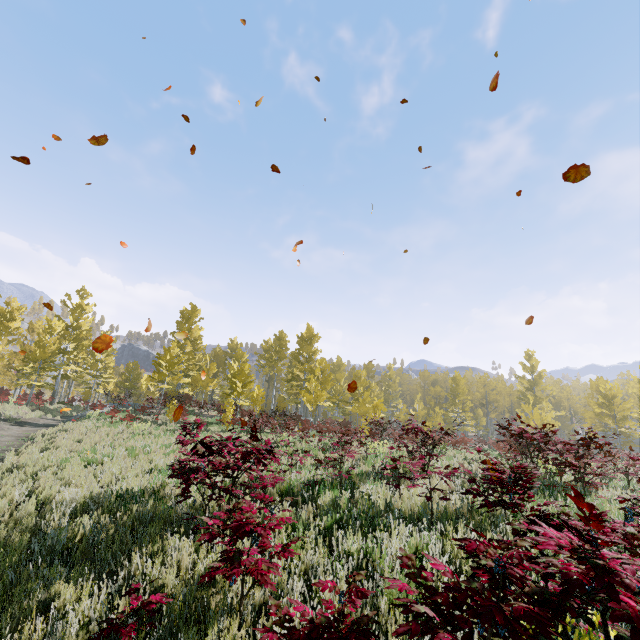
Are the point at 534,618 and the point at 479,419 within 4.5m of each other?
no
